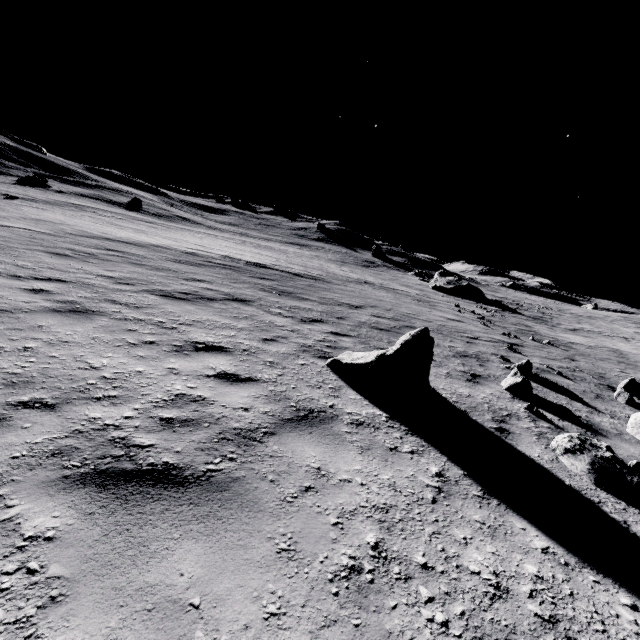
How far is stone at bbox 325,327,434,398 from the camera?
4.7 meters

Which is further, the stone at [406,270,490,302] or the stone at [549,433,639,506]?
the stone at [406,270,490,302]

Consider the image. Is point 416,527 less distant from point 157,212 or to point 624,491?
point 624,491

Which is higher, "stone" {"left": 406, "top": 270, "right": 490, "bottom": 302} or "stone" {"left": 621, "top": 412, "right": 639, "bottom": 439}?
"stone" {"left": 406, "top": 270, "right": 490, "bottom": 302}

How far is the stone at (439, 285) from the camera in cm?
3609

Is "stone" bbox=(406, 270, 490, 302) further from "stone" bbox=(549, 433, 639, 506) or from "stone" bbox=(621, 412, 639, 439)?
"stone" bbox=(549, 433, 639, 506)

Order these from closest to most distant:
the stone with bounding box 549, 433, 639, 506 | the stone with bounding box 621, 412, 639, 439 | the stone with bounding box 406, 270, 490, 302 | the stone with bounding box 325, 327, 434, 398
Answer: the stone with bounding box 549, 433, 639, 506 → the stone with bounding box 325, 327, 434, 398 → the stone with bounding box 621, 412, 639, 439 → the stone with bounding box 406, 270, 490, 302

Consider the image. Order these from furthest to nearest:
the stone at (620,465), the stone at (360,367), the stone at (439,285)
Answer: the stone at (439,285), the stone at (360,367), the stone at (620,465)
